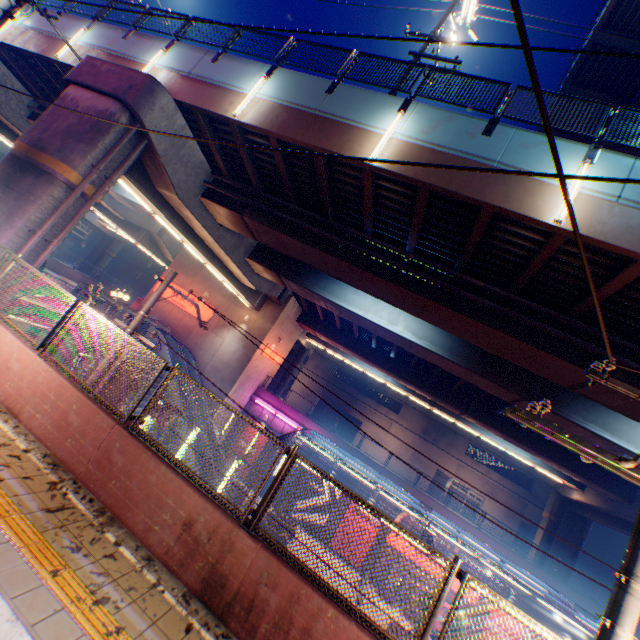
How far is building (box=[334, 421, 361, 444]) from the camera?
45.5 meters

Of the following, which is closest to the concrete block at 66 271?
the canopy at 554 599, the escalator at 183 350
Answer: the escalator at 183 350

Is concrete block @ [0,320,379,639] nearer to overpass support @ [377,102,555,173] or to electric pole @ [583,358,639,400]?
electric pole @ [583,358,639,400]

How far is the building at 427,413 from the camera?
40.28m

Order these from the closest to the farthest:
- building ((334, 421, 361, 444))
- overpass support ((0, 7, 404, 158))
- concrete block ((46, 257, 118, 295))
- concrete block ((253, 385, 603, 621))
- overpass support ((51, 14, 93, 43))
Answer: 1. overpass support ((0, 7, 404, 158))
2. overpass support ((51, 14, 93, 43))
3. concrete block ((253, 385, 603, 621))
4. concrete block ((46, 257, 118, 295))
5. building ((334, 421, 361, 444))

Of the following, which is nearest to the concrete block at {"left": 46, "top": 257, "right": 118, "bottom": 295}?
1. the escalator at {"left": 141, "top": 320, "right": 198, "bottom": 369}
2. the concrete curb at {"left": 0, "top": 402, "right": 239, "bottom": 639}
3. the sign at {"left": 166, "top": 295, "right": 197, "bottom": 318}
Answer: the sign at {"left": 166, "top": 295, "right": 197, "bottom": 318}

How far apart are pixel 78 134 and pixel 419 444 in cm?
4593

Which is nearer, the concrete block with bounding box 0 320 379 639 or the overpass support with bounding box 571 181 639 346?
the concrete block with bounding box 0 320 379 639
